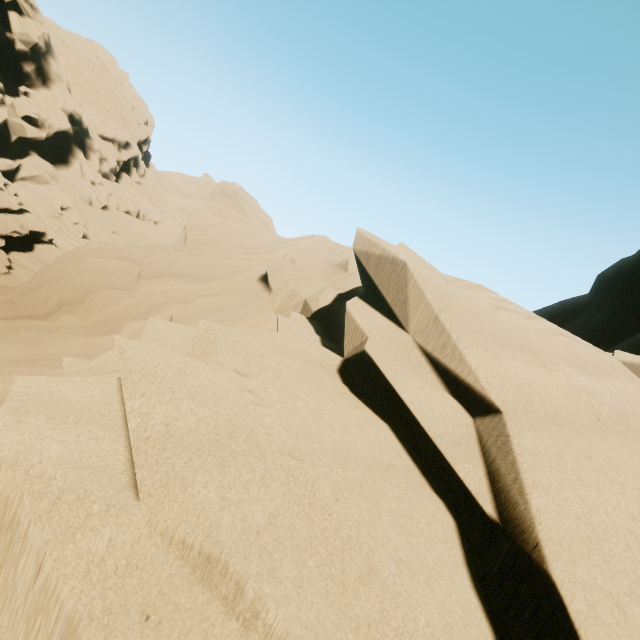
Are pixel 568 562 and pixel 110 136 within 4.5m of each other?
no
